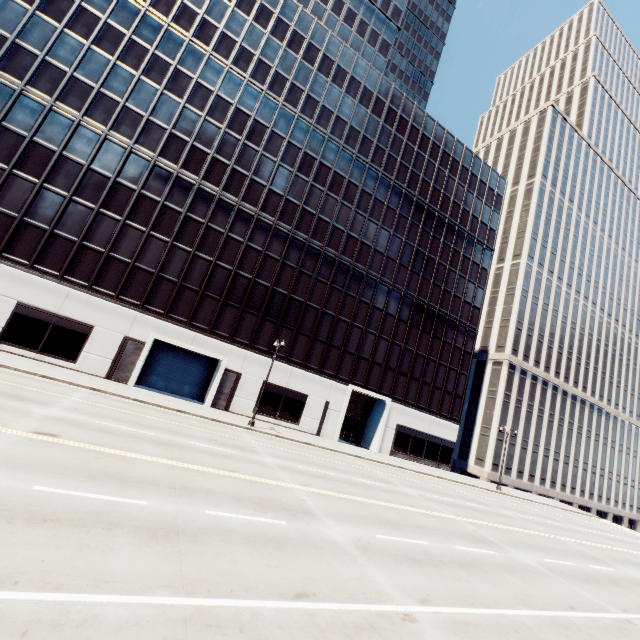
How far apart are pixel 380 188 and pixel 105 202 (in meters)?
29.51
